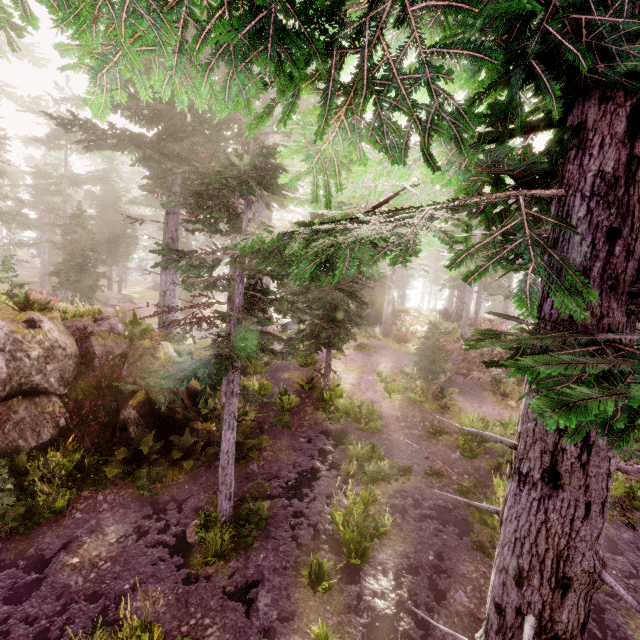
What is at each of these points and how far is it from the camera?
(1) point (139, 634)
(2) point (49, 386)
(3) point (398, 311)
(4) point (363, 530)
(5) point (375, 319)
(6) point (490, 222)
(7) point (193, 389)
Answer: (1) instancedfoliageactor, 5.8 meters
(2) rock, 10.6 meters
(3) rock, 30.1 meters
(4) instancedfoliageactor, 8.5 meters
(5) rock, 26.3 meters
(6) instancedfoliageactor, 22.1 meters
(7) rock, 12.5 meters

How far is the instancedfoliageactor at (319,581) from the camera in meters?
7.1 m

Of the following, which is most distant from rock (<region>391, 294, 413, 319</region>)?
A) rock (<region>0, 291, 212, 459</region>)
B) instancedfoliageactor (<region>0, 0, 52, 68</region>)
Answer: rock (<region>0, 291, 212, 459</region>)

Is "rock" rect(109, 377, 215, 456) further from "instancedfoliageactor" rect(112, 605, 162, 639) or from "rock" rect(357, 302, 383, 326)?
"rock" rect(357, 302, 383, 326)

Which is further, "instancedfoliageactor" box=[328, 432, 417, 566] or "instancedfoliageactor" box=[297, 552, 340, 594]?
"instancedfoliageactor" box=[328, 432, 417, 566]

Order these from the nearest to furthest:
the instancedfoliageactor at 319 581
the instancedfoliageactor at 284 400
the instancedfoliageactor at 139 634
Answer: the instancedfoliageactor at 139 634 < the instancedfoliageactor at 319 581 < the instancedfoliageactor at 284 400
